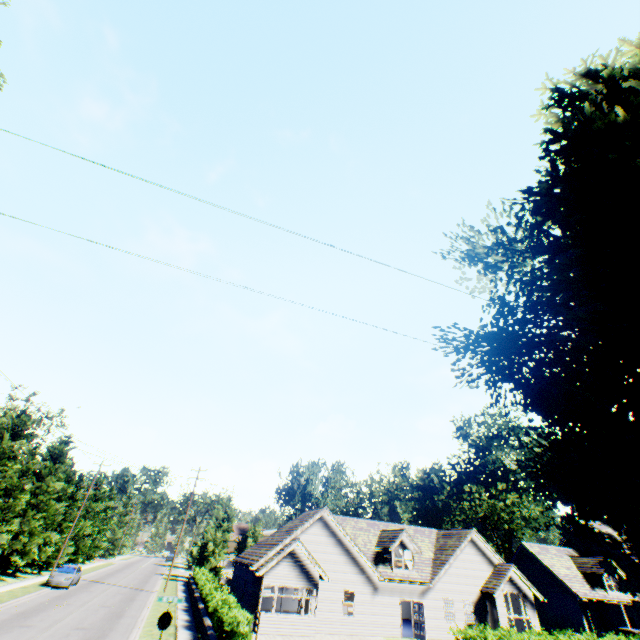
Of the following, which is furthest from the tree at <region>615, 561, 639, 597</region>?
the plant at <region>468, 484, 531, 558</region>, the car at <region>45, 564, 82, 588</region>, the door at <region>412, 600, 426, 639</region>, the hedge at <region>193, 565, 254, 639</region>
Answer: the door at <region>412, 600, 426, 639</region>

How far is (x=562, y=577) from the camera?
32.7m

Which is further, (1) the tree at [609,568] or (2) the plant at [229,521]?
(2) the plant at [229,521]

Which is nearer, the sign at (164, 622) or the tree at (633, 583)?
the tree at (633, 583)

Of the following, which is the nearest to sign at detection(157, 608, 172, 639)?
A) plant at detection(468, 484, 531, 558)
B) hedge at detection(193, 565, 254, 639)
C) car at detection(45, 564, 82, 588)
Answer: hedge at detection(193, 565, 254, 639)

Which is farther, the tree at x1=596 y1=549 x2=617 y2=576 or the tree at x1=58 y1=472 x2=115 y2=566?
the tree at x1=58 y1=472 x2=115 y2=566

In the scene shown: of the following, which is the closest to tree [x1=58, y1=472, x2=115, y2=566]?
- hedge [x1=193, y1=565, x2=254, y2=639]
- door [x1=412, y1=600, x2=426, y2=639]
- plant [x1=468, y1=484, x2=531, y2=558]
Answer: plant [x1=468, y1=484, x2=531, y2=558]

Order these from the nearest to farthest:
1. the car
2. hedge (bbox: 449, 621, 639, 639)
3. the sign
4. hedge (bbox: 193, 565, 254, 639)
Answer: the sign → hedge (bbox: 193, 565, 254, 639) → hedge (bbox: 449, 621, 639, 639) → the car
